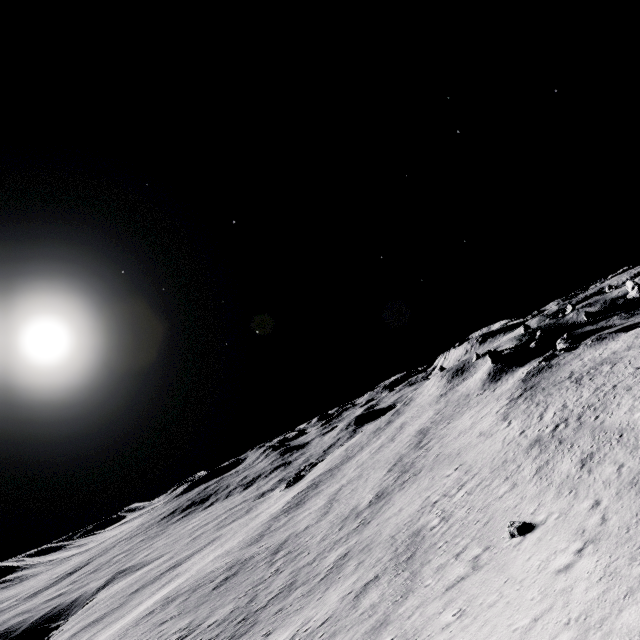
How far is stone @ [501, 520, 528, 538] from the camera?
17.27m

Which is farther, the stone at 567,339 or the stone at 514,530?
the stone at 567,339

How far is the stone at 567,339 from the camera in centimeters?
5256cm

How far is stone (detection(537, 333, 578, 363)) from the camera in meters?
52.6 m

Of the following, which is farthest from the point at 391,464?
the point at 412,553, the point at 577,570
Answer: the point at 577,570

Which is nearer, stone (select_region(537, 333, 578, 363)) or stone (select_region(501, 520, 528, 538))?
stone (select_region(501, 520, 528, 538))

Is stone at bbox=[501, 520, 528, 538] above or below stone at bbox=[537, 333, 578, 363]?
below
